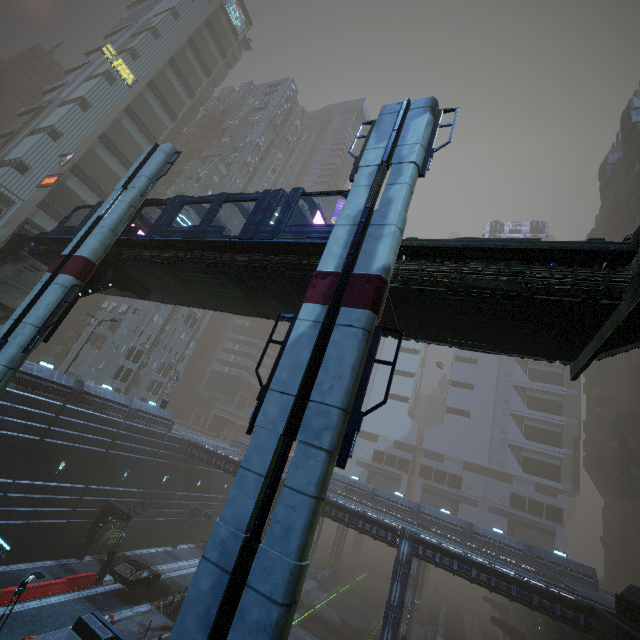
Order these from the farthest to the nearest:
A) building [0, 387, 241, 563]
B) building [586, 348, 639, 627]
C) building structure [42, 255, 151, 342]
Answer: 1. building [586, 348, 639, 627]
2. building [0, 387, 241, 563]
3. building structure [42, 255, 151, 342]

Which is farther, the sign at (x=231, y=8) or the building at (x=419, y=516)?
the sign at (x=231, y=8)

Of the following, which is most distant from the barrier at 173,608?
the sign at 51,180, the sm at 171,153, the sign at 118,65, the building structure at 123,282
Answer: the sign at 118,65

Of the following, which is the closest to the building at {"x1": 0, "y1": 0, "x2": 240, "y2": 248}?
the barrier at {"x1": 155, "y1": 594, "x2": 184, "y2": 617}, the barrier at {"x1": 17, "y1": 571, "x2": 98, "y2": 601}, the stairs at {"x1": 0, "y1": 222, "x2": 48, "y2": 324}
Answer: the barrier at {"x1": 155, "y1": 594, "x2": 184, "y2": 617}

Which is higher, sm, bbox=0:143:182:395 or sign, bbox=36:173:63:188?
sign, bbox=36:173:63:188

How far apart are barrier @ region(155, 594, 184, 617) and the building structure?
23.74m

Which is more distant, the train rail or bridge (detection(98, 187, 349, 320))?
the train rail

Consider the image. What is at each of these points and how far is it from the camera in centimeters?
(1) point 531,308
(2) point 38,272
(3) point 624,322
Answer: (1) bridge, 918cm
(2) stairs, 2344cm
(3) stairs, 786cm
